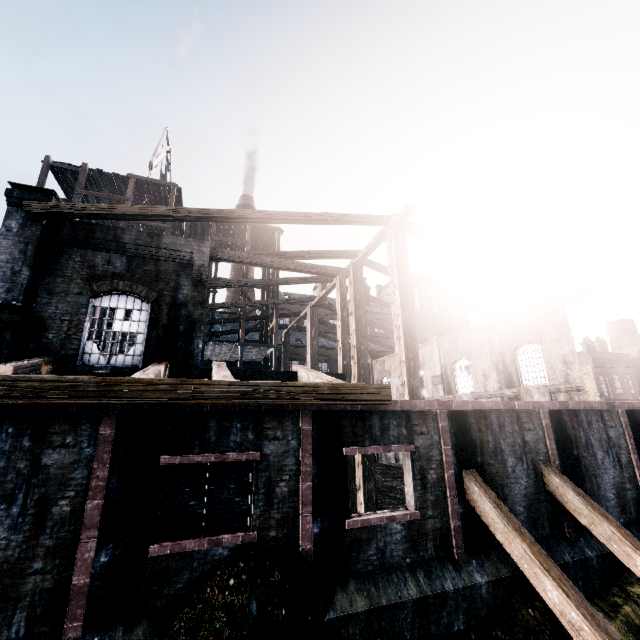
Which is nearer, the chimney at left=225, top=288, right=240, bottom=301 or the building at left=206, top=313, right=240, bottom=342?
the building at left=206, top=313, right=240, bottom=342

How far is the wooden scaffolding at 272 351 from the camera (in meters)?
26.67

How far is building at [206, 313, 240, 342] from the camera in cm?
2916

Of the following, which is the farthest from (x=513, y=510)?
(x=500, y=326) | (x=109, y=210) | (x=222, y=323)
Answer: (x=222, y=323)

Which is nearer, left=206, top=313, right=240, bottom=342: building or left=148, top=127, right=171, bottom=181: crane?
left=148, top=127, right=171, bottom=181: crane

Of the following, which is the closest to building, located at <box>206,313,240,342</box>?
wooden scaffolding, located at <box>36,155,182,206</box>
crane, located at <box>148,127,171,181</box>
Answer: wooden scaffolding, located at <box>36,155,182,206</box>

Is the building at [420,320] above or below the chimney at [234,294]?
below
